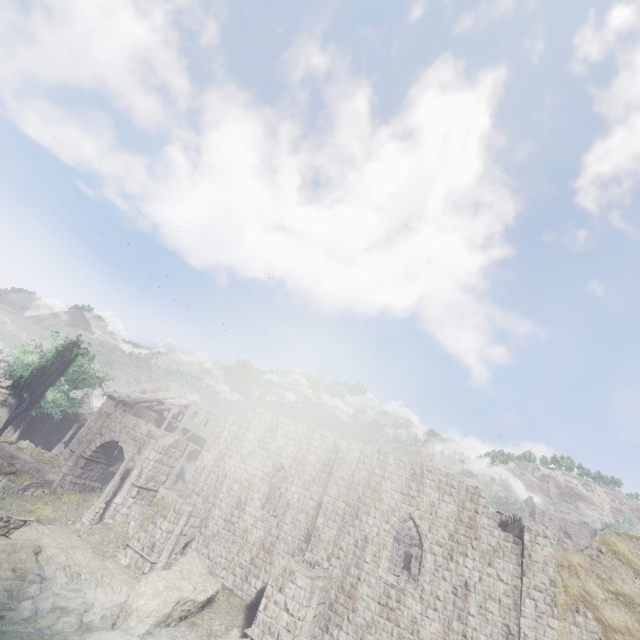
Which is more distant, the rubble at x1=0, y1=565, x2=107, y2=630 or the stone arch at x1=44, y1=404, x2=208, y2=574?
the stone arch at x1=44, y1=404, x2=208, y2=574

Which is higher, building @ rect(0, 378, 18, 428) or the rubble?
building @ rect(0, 378, 18, 428)

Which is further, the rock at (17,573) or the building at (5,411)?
the building at (5,411)

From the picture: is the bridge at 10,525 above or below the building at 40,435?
below

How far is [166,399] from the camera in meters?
38.0 m

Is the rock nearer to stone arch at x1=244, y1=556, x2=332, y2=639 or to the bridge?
the bridge

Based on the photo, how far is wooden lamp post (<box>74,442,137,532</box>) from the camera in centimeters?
1945cm

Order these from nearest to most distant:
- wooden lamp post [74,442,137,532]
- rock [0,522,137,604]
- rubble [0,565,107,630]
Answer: rubble [0,565,107,630], rock [0,522,137,604], wooden lamp post [74,442,137,532]
